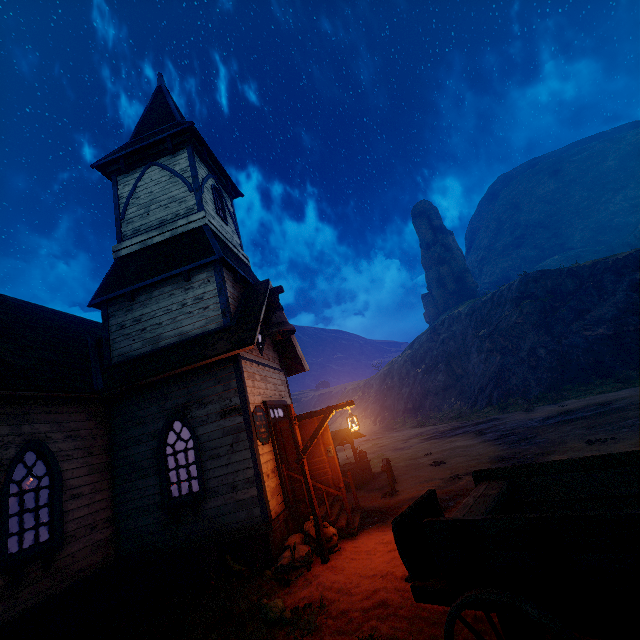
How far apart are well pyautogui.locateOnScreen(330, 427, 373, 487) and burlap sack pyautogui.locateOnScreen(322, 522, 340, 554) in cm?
525

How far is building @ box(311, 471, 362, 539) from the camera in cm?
796

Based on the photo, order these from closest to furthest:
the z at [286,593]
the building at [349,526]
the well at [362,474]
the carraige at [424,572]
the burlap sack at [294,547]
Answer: the carraige at [424,572] < the z at [286,593] < the burlap sack at [294,547] < the building at [349,526] < the well at [362,474]

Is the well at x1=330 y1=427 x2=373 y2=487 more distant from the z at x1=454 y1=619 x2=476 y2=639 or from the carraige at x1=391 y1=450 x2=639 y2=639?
the carraige at x1=391 y1=450 x2=639 y2=639

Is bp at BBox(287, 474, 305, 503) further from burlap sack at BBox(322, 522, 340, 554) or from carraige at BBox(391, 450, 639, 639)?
carraige at BBox(391, 450, 639, 639)

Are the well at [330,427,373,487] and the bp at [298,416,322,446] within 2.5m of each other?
no

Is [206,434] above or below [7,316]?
below

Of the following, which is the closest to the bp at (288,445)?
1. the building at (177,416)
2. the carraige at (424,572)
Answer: the building at (177,416)
